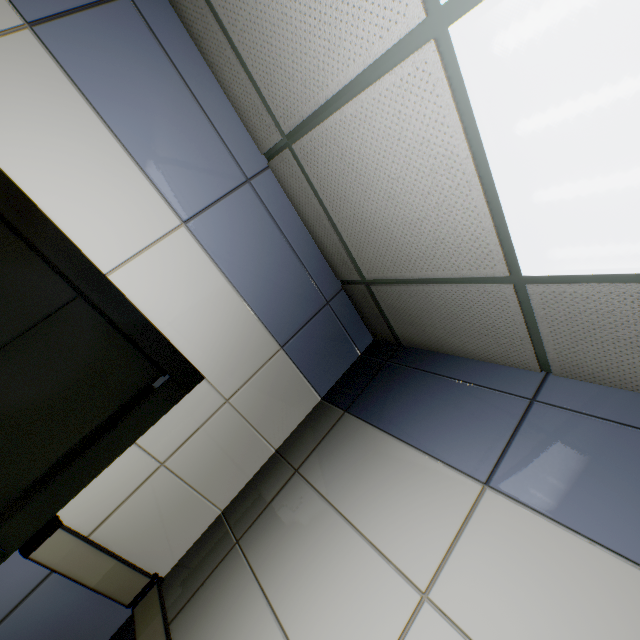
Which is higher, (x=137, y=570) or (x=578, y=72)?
(x=578, y=72)
